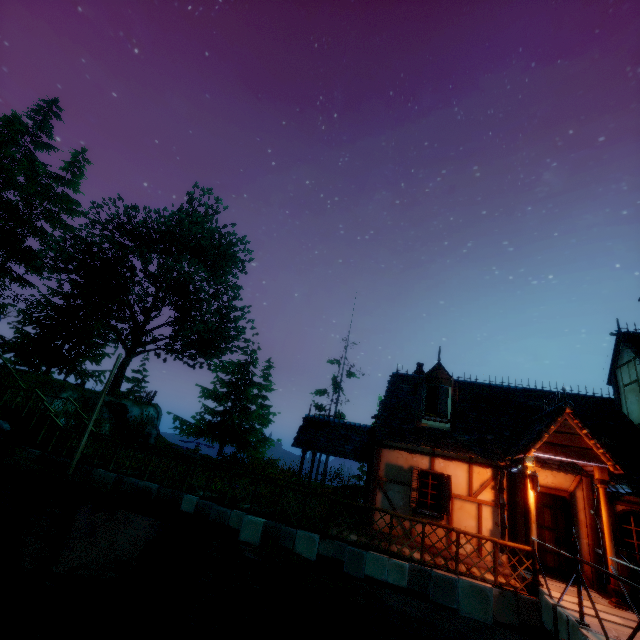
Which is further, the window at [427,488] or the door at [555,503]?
the window at [427,488]

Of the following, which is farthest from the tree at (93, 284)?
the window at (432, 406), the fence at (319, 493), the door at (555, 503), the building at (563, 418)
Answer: the door at (555, 503)

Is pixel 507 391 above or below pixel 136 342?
below

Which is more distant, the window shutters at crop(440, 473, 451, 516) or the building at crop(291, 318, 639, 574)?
the window shutters at crop(440, 473, 451, 516)

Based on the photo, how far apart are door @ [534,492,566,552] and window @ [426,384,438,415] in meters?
3.0

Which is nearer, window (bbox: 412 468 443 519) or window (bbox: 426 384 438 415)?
window (bbox: 412 468 443 519)

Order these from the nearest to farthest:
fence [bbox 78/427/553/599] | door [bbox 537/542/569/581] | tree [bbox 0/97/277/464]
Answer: fence [bbox 78/427/553/599]
door [bbox 537/542/569/581]
tree [bbox 0/97/277/464]

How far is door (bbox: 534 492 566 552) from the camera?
9.1m
